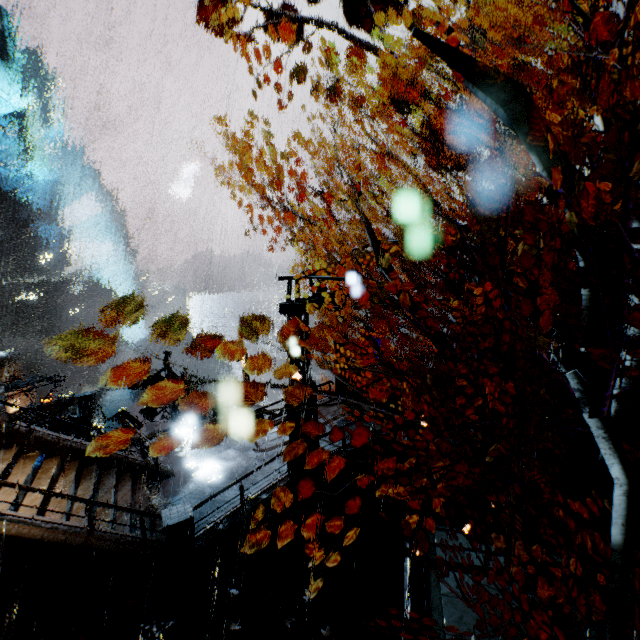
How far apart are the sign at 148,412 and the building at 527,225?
20.8m

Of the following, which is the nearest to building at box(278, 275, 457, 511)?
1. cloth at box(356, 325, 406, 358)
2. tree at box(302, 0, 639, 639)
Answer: tree at box(302, 0, 639, 639)

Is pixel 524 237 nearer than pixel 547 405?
Yes

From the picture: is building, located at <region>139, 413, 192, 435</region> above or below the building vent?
below

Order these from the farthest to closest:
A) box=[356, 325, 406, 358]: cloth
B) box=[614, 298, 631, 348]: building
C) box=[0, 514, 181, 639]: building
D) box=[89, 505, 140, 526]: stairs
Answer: box=[356, 325, 406, 358]: cloth < box=[614, 298, 631, 348]: building < box=[89, 505, 140, 526]: stairs < box=[0, 514, 181, 639]: building

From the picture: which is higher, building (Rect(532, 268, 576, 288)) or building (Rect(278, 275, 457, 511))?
building (Rect(532, 268, 576, 288))

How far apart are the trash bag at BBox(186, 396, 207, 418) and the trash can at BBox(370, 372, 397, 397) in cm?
1046

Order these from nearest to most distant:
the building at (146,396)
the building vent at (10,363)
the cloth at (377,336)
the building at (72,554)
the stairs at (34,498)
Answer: the building at (72,554)
the stairs at (34,498)
the building at (146,396)
the building vent at (10,363)
the cloth at (377,336)
